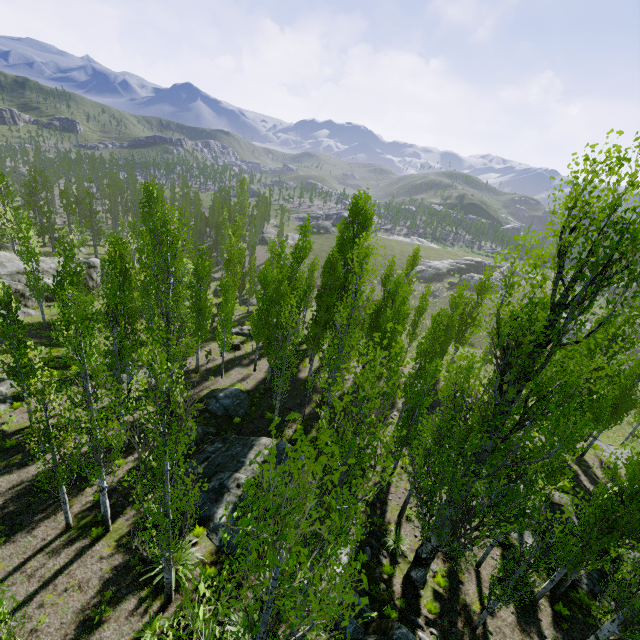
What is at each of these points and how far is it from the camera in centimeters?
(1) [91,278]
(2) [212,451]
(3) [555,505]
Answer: (1) rock, 3841cm
(2) rock, 1598cm
(3) rock, 1570cm

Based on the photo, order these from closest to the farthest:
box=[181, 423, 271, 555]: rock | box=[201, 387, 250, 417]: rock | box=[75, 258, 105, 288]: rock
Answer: box=[181, 423, 271, 555]: rock
box=[201, 387, 250, 417]: rock
box=[75, 258, 105, 288]: rock

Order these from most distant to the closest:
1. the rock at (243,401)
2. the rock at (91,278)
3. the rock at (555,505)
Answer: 1. the rock at (91,278)
2. the rock at (243,401)
3. the rock at (555,505)

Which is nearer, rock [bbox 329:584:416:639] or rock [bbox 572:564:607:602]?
rock [bbox 329:584:416:639]

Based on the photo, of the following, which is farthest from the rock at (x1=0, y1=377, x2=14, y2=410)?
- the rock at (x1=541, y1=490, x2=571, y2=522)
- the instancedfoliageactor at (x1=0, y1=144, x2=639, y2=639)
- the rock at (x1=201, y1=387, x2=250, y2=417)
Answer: the rock at (x1=201, y1=387, x2=250, y2=417)

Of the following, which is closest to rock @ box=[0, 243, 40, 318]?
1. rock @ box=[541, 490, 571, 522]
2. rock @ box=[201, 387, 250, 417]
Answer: rock @ box=[541, 490, 571, 522]

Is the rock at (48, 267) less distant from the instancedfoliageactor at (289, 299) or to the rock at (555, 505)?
the instancedfoliageactor at (289, 299)

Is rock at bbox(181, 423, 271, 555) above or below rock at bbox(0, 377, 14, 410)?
above
